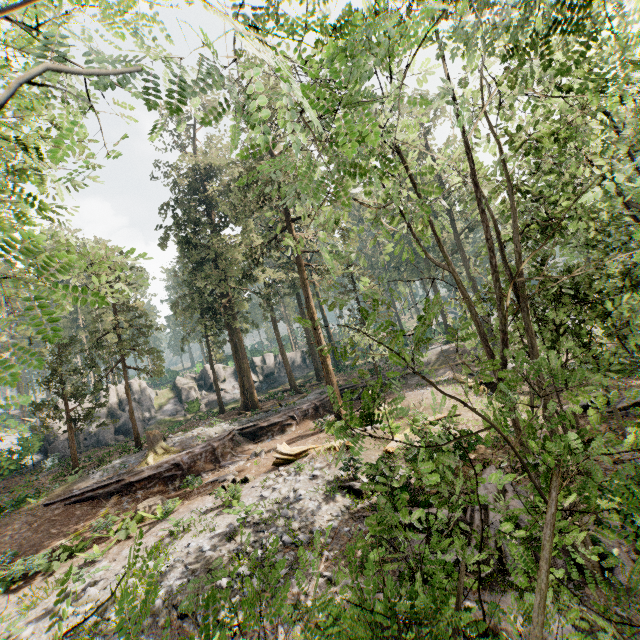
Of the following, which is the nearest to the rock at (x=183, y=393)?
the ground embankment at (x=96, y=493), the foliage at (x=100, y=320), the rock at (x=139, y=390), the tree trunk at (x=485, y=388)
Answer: the rock at (x=139, y=390)

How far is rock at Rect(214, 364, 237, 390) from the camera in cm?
4516

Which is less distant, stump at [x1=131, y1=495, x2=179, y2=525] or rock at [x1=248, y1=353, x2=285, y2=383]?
stump at [x1=131, y1=495, x2=179, y2=525]

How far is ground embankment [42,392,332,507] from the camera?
17.59m

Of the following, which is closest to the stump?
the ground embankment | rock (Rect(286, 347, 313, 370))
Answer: the ground embankment

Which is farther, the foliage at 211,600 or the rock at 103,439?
the rock at 103,439

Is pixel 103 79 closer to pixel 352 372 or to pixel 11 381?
pixel 11 381

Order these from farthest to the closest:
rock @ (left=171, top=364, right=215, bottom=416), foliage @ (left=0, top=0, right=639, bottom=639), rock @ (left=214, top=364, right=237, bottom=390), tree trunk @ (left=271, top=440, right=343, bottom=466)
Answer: rock @ (left=214, top=364, right=237, bottom=390), rock @ (left=171, top=364, right=215, bottom=416), tree trunk @ (left=271, top=440, right=343, bottom=466), foliage @ (left=0, top=0, right=639, bottom=639)
